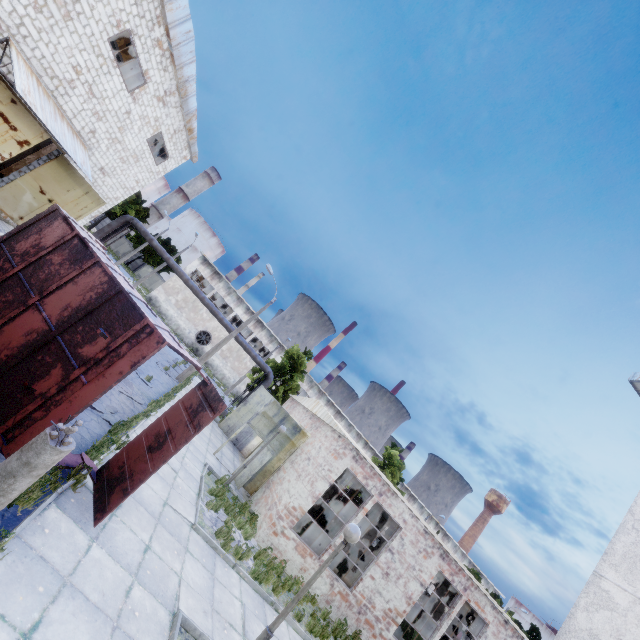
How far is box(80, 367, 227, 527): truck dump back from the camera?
6.1 meters

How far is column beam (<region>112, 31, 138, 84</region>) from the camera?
18.0m

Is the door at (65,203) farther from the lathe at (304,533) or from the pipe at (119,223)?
the lathe at (304,533)

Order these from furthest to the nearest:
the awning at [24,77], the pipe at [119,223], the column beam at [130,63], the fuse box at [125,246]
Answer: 1. the fuse box at [125,246]
2. the pipe at [119,223]
3. the column beam at [130,63]
4. the awning at [24,77]

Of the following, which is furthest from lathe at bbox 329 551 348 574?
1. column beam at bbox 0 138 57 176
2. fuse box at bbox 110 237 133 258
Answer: fuse box at bbox 110 237 133 258

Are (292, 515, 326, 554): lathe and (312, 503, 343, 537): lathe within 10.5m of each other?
yes

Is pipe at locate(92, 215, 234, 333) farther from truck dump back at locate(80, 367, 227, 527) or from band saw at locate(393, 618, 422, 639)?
truck dump back at locate(80, 367, 227, 527)

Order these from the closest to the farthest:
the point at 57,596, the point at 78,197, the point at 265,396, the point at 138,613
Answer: the point at 57,596 < the point at 138,613 < the point at 78,197 < the point at 265,396
